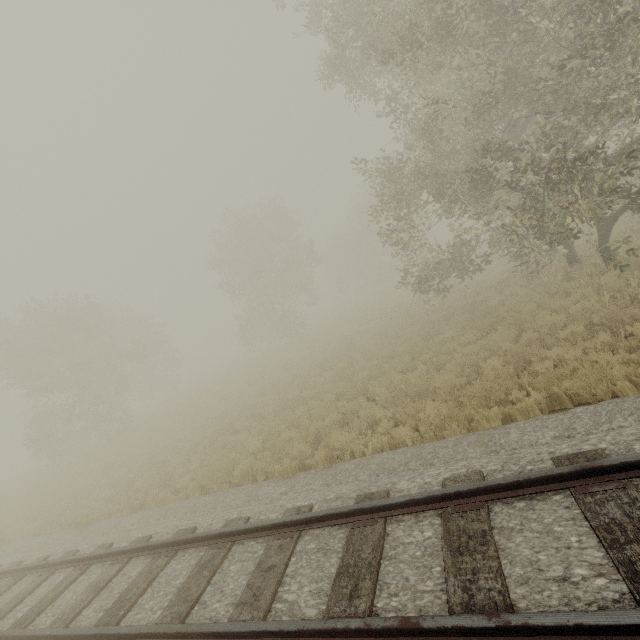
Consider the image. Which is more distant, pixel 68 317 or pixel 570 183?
pixel 68 317
